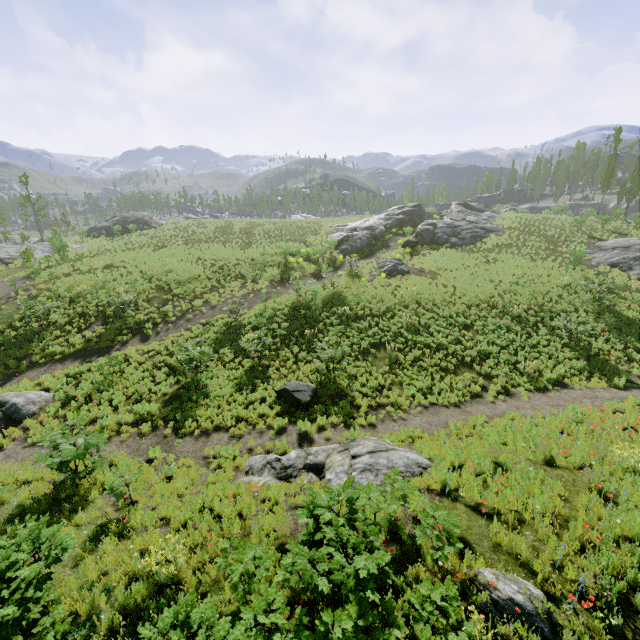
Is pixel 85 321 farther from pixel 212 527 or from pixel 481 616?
pixel 481 616

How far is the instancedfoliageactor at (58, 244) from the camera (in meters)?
23.42

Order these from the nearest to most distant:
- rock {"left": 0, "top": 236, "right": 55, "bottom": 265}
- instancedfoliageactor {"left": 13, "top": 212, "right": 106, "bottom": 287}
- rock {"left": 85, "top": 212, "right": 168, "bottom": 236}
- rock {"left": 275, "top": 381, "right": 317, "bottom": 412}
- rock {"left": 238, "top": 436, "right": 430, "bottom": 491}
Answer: rock {"left": 238, "top": 436, "right": 430, "bottom": 491} → rock {"left": 275, "top": 381, "right": 317, "bottom": 412} → instancedfoliageactor {"left": 13, "top": 212, "right": 106, "bottom": 287} → rock {"left": 0, "top": 236, "right": 55, "bottom": 265} → rock {"left": 85, "top": 212, "right": 168, "bottom": 236}

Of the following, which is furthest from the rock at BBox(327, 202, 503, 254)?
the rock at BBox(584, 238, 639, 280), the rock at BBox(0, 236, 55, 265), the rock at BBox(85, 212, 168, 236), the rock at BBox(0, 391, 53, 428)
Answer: the rock at BBox(85, 212, 168, 236)

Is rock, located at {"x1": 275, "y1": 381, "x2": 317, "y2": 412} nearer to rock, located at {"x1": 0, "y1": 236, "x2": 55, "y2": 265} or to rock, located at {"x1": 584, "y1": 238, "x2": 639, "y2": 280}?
rock, located at {"x1": 584, "y1": 238, "x2": 639, "y2": 280}

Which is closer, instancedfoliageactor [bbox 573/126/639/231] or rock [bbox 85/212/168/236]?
instancedfoliageactor [bbox 573/126/639/231]

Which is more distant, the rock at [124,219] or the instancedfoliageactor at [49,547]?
the rock at [124,219]

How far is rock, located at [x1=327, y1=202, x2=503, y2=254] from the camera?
33.8m
